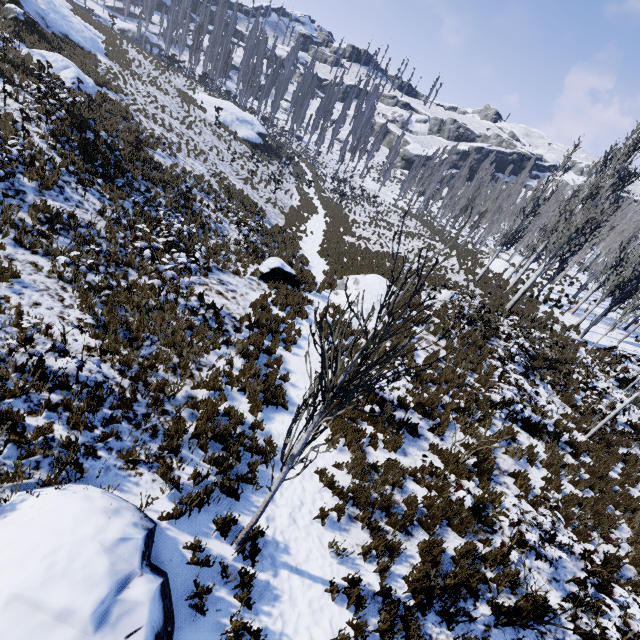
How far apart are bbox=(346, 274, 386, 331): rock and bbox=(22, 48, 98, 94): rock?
18.2m

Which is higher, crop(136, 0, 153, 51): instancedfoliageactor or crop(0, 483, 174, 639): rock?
crop(136, 0, 153, 51): instancedfoliageactor

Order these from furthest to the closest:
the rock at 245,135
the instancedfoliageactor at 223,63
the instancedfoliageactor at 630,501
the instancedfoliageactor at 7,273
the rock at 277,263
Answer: the instancedfoliageactor at 223,63 → the rock at 245,135 → the rock at 277,263 → the instancedfoliageactor at 7,273 → the instancedfoliageactor at 630,501

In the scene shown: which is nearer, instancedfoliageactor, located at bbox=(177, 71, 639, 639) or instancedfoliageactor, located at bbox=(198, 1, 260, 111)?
instancedfoliageactor, located at bbox=(177, 71, 639, 639)

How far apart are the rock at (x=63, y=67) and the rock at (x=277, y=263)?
15.51m

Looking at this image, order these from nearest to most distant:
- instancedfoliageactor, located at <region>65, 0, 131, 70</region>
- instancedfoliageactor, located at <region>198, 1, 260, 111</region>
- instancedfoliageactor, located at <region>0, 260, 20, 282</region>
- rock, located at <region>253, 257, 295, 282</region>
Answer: instancedfoliageactor, located at <region>0, 260, 20, 282</region> → rock, located at <region>253, 257, 295, 282</region> → instancedfoliageactor, located at <region>65, 0, 131, 70</region> → instancedfoliageactor, located at <region>198, 1, 260, 111</region>

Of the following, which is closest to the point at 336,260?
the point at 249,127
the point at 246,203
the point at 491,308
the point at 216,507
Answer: the point at 246,203

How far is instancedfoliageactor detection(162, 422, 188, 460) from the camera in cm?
538
